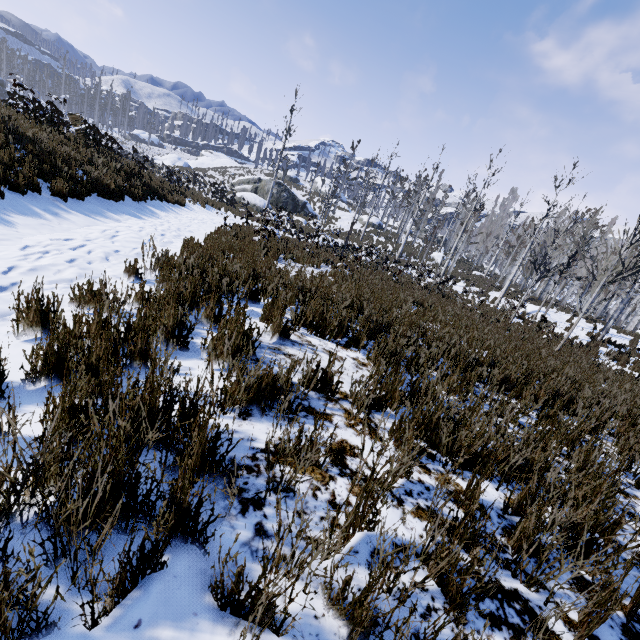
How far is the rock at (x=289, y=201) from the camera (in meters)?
36.66

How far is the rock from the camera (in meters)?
36.66

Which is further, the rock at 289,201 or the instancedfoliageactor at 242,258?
the rock at 289,201

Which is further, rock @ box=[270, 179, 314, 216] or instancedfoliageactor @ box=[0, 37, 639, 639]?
rock @ box=[270, 179, 314, 216]

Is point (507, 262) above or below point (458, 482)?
above
